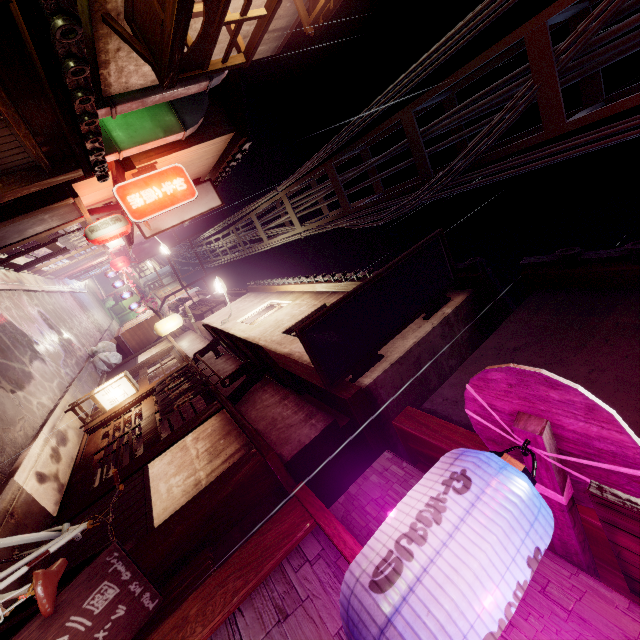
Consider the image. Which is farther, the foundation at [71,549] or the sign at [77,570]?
the foundation at [71,549]

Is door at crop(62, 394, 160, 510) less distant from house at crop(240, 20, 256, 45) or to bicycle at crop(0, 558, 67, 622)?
bicycle at crop(0, 558, 67, 622)

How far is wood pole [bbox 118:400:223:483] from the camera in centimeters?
927cm

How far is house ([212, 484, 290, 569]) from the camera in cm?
673

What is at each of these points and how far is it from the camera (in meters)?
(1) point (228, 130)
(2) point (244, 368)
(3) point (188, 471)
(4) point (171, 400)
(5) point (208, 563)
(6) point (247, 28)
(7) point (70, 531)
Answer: (1) house, 16.28
(2) wood base, 11.66
(3) house, 8.09
(4) flag, 12.26
(5) stick, 5.86
(6) house, 11.71
(7) bicycle, 5.86

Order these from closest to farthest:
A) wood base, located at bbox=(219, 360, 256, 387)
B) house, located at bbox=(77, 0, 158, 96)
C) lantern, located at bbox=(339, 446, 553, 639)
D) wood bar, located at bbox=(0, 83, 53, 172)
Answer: lantern, located at bbox=(339, 446, 553, 639) → wood bar, located at bbox=(0, 83, 53, 172) → house, located at bbox=(77, 0, 158, 96) → wood base, located at bbox=(219, 360, 256, 387)

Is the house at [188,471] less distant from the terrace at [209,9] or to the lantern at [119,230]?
the terrace at [209,9]
